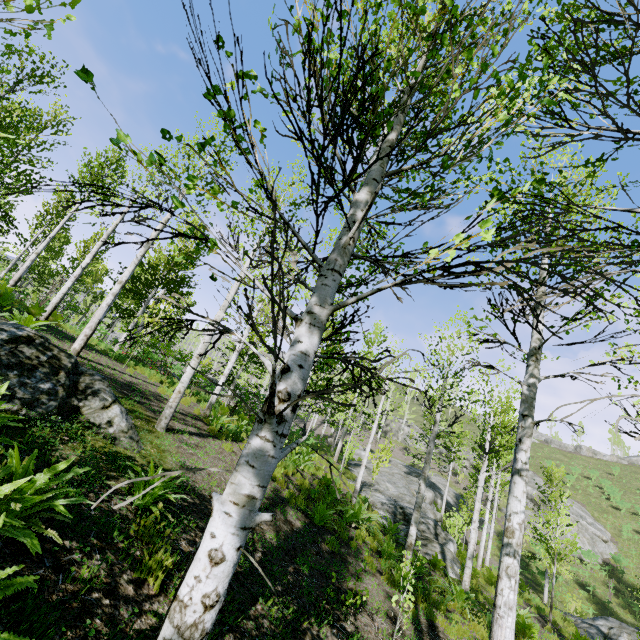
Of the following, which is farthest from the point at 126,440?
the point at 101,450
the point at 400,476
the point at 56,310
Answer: Answer: the point at 56,310

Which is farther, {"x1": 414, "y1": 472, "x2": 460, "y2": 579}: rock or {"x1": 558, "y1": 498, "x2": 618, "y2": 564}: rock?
{"x1": 558, "y1": 498, "x2": 618, "y2": 564}: rock

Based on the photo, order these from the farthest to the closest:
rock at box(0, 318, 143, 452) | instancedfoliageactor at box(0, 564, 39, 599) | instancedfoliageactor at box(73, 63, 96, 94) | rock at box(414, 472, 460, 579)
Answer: rock at box(414, 472, 460, 579) → rock at box(0, 318, 143, 452) → instancedfoliageactor at box(0, 564, 39, 599) → instancedfoliageactor at box(73, 63, 96, 94)

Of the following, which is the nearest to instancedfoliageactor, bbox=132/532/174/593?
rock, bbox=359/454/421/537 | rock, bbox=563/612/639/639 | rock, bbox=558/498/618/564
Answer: rock, bbox=359/454/421/537

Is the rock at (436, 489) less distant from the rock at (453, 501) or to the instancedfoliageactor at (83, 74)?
the instancedfoliageactor at (83, 74)

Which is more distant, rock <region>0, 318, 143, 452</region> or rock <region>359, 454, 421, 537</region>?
A: rock <region>359, 454, 421, 537</region>

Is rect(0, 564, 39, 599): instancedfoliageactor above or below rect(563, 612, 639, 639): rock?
above

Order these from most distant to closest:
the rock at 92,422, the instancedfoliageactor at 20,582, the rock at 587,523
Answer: the rock at 587,523 → the rock at 92,422 → the instancedfoliageactor at 20,582
